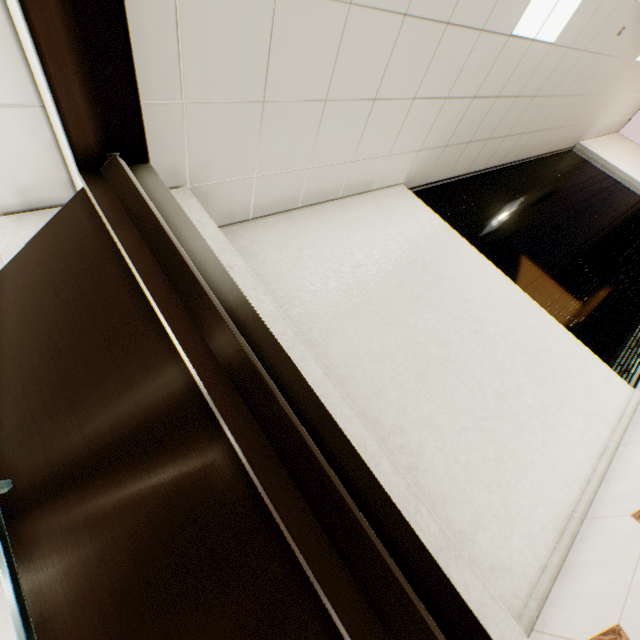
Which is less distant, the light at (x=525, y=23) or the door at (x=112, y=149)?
the door at (x=112, y=149)

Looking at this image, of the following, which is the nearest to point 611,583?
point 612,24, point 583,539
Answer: point 583,539

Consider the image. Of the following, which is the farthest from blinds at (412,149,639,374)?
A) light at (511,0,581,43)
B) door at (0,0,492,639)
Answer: door at (0,0,492,639)

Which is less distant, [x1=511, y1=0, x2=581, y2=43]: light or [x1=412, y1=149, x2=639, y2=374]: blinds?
[x1=511, y1=0, x2=581, y2=43]: light

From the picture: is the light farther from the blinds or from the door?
the door

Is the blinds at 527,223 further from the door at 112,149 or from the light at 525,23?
the door at 112,149

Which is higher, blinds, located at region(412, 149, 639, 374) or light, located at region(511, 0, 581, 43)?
light, located at region(511, 0, 581, 43)

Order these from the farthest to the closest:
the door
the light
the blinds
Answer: the blinds, the light, the door
